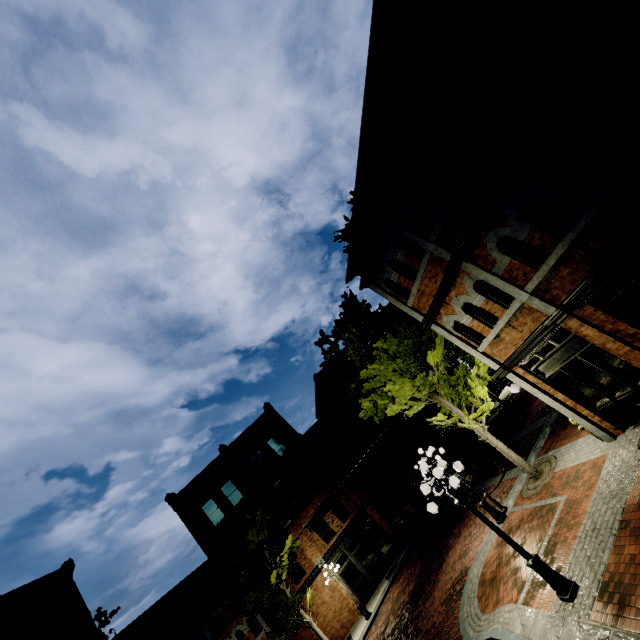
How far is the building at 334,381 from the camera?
24.6m

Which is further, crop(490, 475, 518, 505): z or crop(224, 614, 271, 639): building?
crop(224, 614, 271, 639): building

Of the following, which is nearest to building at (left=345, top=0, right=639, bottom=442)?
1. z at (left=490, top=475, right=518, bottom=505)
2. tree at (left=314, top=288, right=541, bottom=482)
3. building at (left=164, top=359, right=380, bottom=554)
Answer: tree at (left=314, top=288, right=541, bottom=482)

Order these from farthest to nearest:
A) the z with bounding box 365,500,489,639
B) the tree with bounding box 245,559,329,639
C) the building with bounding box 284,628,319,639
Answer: the building with bounding box 284,628,319,639
the tree with bounding box 245,559,329,639
the z with bounding box 365,500,489,639

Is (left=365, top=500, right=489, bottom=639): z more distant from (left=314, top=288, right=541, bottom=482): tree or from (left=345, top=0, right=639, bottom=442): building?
(left=345, top=0, right=639, bottom=442): building

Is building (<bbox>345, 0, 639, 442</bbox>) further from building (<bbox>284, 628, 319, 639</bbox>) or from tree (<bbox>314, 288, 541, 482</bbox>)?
building (<bbox>284, 628, 319, 639</bbox>)

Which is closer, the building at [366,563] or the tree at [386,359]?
the tree at [386,359]

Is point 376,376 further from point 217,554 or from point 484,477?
point 217,554
